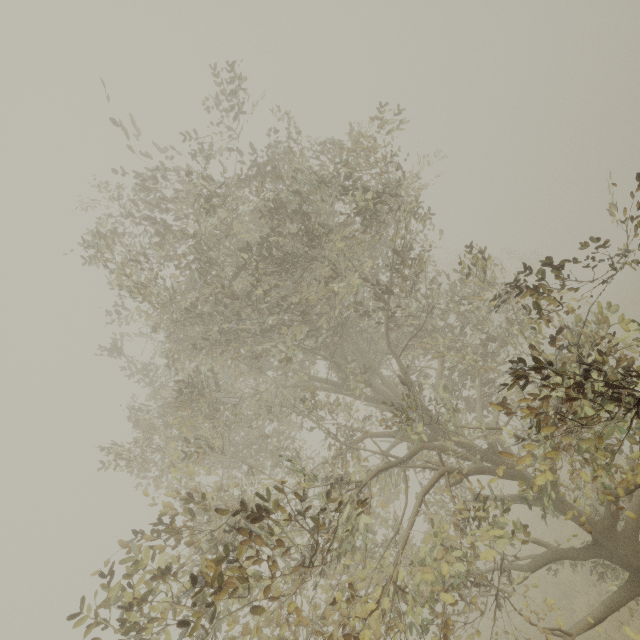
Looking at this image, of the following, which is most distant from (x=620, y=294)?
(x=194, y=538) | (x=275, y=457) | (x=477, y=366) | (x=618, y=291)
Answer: (x=194, y=538)
